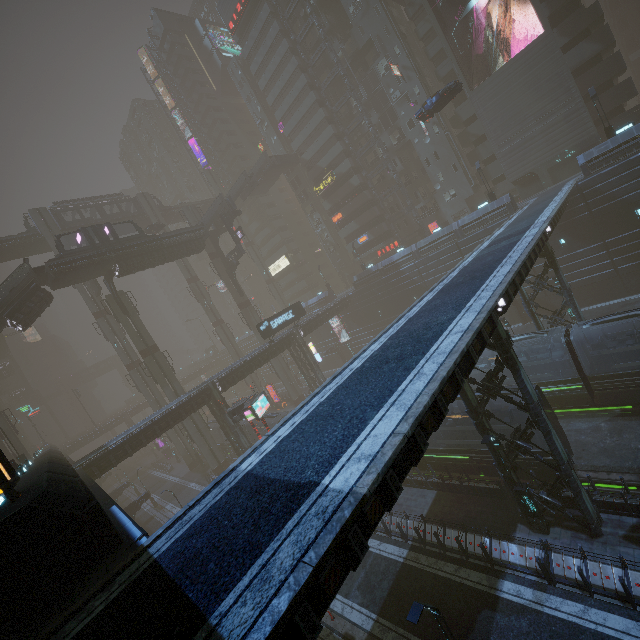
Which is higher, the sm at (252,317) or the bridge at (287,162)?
the bridge at (287,162)

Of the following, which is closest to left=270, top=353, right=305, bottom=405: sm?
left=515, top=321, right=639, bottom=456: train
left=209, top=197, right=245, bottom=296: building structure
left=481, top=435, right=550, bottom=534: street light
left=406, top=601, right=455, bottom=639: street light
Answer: left=209, top=197, right=245, bottom=296: building structure

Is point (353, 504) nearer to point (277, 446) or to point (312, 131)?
point (277, 446)

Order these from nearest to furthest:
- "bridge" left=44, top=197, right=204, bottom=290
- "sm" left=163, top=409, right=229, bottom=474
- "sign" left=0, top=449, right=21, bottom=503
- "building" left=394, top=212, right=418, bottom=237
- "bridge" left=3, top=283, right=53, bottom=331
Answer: "sign" left=0, top=449, right=21, bottom=503
"bridge" left=3, top=283, right=53, bottom=331
"bridge" left=44, top=197, right=204, bottom=290
"sm" left=163, top=409, right=229, bottom=474
"building" left=394, top=212, right=418, bottom=237

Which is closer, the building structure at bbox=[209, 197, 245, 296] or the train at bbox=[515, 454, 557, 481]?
the train at bbox=[515, 454, 557, 481]

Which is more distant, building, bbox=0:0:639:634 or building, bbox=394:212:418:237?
building, bbox=394:212:418:237

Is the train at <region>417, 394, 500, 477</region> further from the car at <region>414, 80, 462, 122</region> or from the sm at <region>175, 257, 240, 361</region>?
the car at <region>414, 80, 462, 122</region>

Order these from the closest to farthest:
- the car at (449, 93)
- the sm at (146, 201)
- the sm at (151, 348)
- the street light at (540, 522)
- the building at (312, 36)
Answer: the street light at (540, 522)
the car at (449, 93)
the sm at (151, 348)
the building at (312, 36)
the sm at (146, 201)
